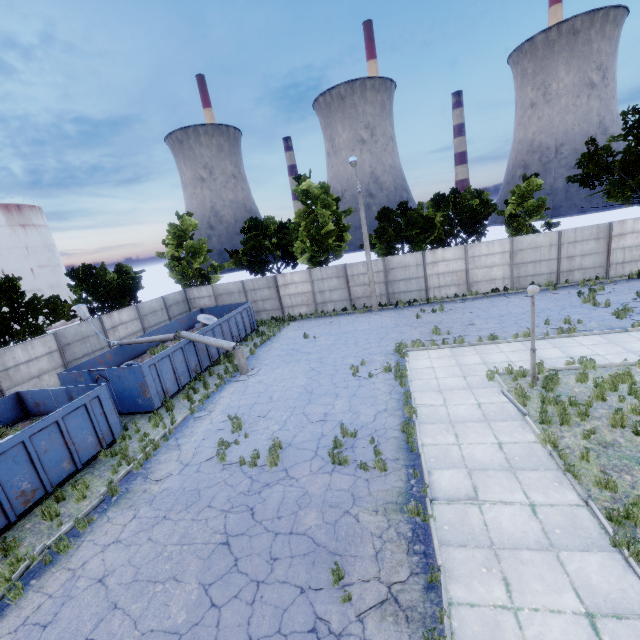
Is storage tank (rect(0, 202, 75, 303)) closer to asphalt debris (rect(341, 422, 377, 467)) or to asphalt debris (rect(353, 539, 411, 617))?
asphalt debris (rect(341, 422, 377, 467))

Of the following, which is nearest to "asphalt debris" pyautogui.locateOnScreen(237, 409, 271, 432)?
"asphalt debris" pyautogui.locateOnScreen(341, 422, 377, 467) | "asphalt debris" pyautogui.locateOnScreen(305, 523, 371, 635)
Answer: "asphalt debris" pyautogui.locateOnScreen(341, 422, 377, 467)

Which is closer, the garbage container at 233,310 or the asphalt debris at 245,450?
the asphalt debris at 245,450

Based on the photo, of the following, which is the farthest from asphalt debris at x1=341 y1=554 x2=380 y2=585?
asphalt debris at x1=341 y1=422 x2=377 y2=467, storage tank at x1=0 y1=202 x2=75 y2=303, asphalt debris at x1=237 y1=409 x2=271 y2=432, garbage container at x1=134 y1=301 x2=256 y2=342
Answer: storage tank at x1=0 y1=202 x2=75 y2=303

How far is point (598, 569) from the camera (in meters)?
5.31

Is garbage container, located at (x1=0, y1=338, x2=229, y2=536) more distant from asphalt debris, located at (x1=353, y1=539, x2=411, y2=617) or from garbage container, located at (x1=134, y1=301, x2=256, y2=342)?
asphalt debris, located at (x1=353, y1=539, x2=411, y2=617)

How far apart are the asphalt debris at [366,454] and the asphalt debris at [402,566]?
1.7m

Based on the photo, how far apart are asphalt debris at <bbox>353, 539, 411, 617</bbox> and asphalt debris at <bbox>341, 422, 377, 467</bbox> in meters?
1.7 m
